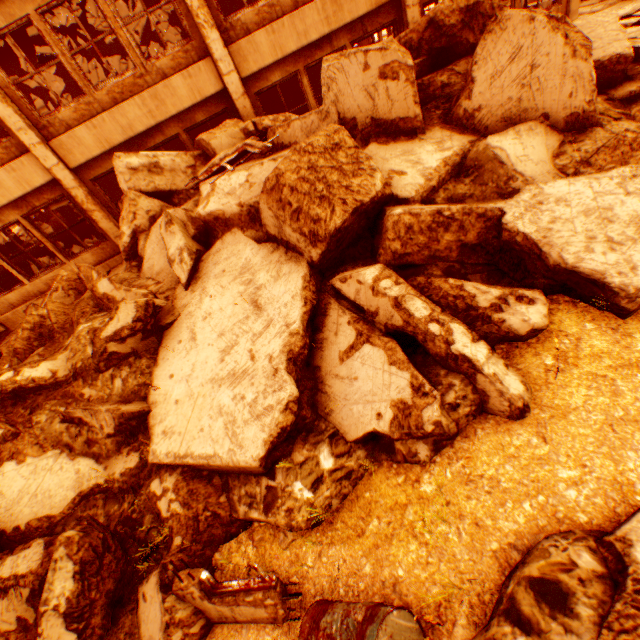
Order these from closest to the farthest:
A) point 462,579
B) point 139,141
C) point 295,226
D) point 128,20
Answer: point 462,579 < point 295,226 < point 139,141 < point 128,20

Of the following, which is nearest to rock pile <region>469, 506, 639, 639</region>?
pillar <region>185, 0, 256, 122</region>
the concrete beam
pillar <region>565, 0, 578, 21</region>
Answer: pillar <region>185, 0, 256, 122</region>

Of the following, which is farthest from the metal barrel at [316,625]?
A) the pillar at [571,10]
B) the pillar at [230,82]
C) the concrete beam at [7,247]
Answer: the concrete beam at [7,247]

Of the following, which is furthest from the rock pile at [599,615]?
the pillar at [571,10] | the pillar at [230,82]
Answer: the pillar at [571,10]

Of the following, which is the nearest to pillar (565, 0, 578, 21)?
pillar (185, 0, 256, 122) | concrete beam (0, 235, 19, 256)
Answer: pillar (185, 0, 256, 122)

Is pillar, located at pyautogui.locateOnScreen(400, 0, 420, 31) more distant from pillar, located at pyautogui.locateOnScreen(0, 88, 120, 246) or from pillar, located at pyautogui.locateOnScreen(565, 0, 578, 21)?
pillar, located at pyautogui.locateOnScreen(0, 88, 120, 246)

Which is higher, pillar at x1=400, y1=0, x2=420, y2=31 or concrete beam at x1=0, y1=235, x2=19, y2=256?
pillar at x1=400, y1=0, x2=420, y2=31

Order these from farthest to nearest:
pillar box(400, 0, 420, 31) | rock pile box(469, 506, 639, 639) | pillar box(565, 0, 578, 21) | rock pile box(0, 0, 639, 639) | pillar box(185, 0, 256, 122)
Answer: pillar box(565, 0, 578, 21)
pillar box(400, 0, 420, 31)
pillar box(185, 0, 256, 122)
rock pile box(0, 0, 639, 639)
rock pile box(469, 506, 639, 639)
